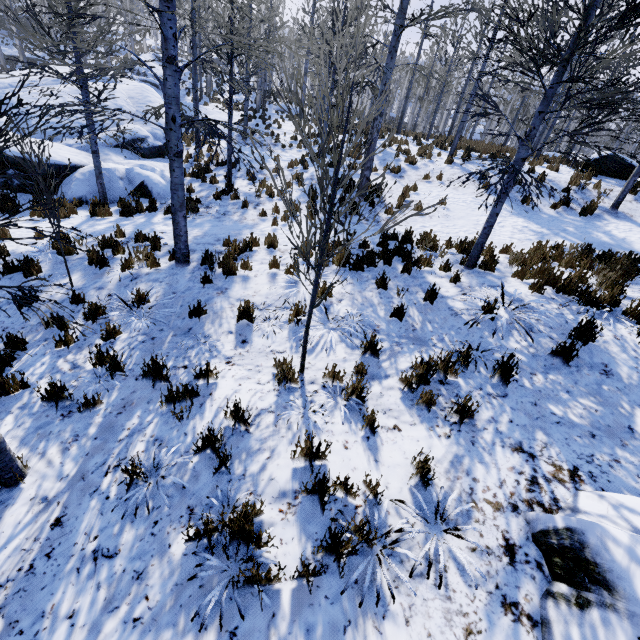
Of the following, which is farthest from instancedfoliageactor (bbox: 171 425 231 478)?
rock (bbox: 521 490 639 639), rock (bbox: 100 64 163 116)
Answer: rock (bbox: 521 490 639 639)

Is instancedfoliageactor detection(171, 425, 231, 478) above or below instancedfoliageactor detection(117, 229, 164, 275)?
above

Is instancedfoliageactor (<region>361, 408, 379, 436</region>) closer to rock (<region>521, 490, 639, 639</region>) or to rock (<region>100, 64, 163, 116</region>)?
rock (<region>100, 64, 163, 116</region>)

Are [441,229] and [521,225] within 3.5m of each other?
yes

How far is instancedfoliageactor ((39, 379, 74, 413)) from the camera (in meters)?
3.91

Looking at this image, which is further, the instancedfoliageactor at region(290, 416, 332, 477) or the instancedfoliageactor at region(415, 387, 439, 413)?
the instancedfoliageactor at region(415, 387, 439, 413)

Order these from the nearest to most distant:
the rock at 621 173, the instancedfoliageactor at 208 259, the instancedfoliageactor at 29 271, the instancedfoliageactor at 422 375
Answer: the instancedfoliageactor at 29 271 → the instancedfoliageactor at 422 375 → the instancedfoliageactor at 208 259 → the rock at 621 173

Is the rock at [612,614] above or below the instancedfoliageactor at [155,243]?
above
